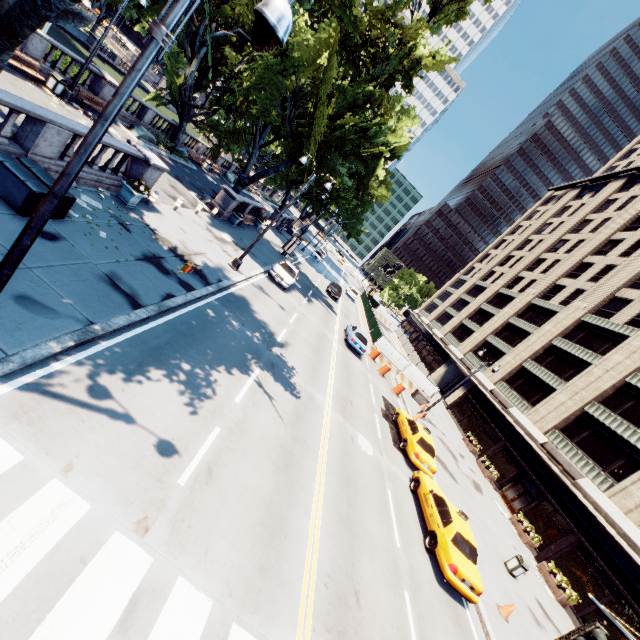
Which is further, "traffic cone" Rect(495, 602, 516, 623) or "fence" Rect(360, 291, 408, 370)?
"fence" Rect(360, 291, 408, 370)

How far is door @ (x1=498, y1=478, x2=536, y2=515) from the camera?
25.3 meters

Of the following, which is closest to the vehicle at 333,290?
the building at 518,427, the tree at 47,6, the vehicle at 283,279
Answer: the vehicle at 283,279

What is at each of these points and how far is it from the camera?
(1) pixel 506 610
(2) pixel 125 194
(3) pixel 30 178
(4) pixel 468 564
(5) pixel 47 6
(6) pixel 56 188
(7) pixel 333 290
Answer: (1) traffic cone, 12.5 meters
(2) planter, 13.9 meters
(3) container, 8.8 meters
(4) vehicle, 11.6 meters
(5) tree, 7.9 meters
(6) light, 4.4 meters
(7) vehicle, 37.7 meters

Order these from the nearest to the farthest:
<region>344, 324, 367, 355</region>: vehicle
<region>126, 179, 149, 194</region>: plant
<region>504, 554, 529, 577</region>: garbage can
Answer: <region>126, 179, 149, 194</region>: plant, <region>504, 554, 529, 577</region>: garbage can, <region>344, 324, 367, 355</region>: vehicle

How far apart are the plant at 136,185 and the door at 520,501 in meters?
32.8

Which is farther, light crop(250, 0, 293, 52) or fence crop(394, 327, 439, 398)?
fence crop(394, 327, 439, 398)

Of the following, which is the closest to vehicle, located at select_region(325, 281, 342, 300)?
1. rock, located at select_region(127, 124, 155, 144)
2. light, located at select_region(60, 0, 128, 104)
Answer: rock, located at select_region(127, 124, 155, 144)
